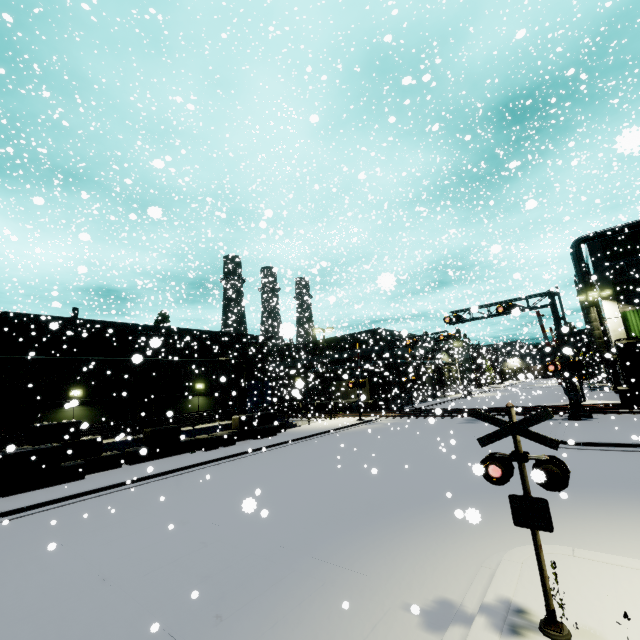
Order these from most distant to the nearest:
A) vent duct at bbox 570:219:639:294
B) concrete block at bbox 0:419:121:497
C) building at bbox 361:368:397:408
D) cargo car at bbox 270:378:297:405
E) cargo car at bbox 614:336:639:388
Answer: building at bbox 361:368:397:408
vent duct at bbox 570:219:639:294
cargo car at bbox 614:336:639:388
cargo car at bbox 270:378:297:405
concrete block at bbox 0:419:121:497

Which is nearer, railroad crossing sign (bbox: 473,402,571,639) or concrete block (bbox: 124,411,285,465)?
railroad crossing sign (bbox: 473,402,571,639)

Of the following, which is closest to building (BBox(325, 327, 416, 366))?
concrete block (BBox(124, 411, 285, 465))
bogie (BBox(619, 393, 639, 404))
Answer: concrete block (BBox(124, 411, 285, 465))

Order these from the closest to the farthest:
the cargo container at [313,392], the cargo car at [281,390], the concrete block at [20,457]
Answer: the cargo container at [313,392] < the concrete block at [20,457] < the cargo car at [281,390]

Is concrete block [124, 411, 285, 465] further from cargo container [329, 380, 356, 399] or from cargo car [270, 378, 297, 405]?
cargo car [270, 378, 297, 405]

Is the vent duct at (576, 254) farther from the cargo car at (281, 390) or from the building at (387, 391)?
the cargo car at (281, 390)

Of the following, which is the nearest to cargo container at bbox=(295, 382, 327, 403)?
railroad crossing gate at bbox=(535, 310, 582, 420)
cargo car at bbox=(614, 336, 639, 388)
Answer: cargo car at bbox=(614, 336, 639, 388)

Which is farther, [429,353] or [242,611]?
[429,353]
